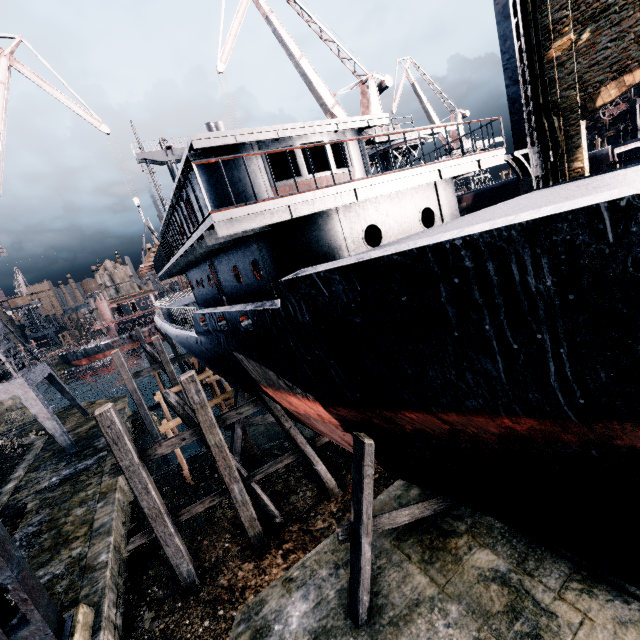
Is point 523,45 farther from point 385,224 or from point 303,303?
point 303,303

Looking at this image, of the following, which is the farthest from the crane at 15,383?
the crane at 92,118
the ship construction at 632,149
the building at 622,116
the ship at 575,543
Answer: the building at 622,116

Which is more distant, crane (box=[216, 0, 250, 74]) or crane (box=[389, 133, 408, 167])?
crane (box=[389, 133, 408, 167])

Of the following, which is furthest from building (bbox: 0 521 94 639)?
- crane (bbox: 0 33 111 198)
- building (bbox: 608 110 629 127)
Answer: building (bbox: 608 110 629 127)

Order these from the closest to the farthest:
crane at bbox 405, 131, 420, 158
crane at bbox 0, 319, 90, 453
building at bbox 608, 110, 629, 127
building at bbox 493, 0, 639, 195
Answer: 1. building at bbox 493, 0, 639, 195
2. crane at bbox 0, 319, 90, 453
3. crane at bbox 405, 131, 420, 158
4. building at bbox 608, 110, 629, 127

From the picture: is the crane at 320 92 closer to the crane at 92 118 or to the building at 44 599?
the building at 44 599

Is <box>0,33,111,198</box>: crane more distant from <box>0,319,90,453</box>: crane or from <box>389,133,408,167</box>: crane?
<box>389,133,408,167</box>: crane

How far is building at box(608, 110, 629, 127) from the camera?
52.16m
